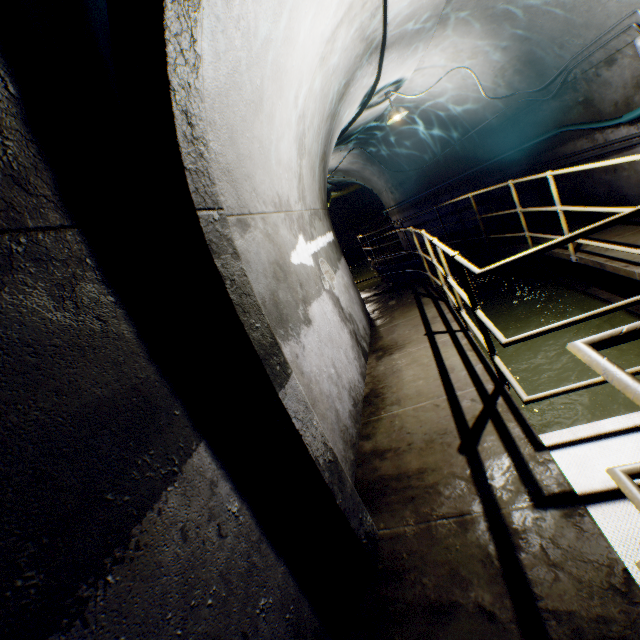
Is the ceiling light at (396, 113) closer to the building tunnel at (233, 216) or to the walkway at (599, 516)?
the building tunnel at (233, 216)

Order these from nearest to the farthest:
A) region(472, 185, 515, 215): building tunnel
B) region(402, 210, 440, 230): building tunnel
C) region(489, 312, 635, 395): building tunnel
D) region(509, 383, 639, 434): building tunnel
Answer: region(509, 383, 639, 434): building tunnel < region(489, 312, 635, 395): building tunnel < region(472, 185, 515, 215): building tunnel < region(402, 210, 440, 230): building tunnel

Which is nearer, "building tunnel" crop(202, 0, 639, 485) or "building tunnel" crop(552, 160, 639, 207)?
"building tunnel" crop(202, 0, 639, 485)

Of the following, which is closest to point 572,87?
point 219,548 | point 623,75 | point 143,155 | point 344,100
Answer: point 623,75

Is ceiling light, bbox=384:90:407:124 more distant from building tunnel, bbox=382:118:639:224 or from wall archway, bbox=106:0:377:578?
wall archway, bbox=106:0:377:578

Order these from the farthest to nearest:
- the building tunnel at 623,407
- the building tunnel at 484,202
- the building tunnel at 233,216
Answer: the building tunnel at 484,202 < the building tunnel at 623,407 < the building tunnel at 233,216
